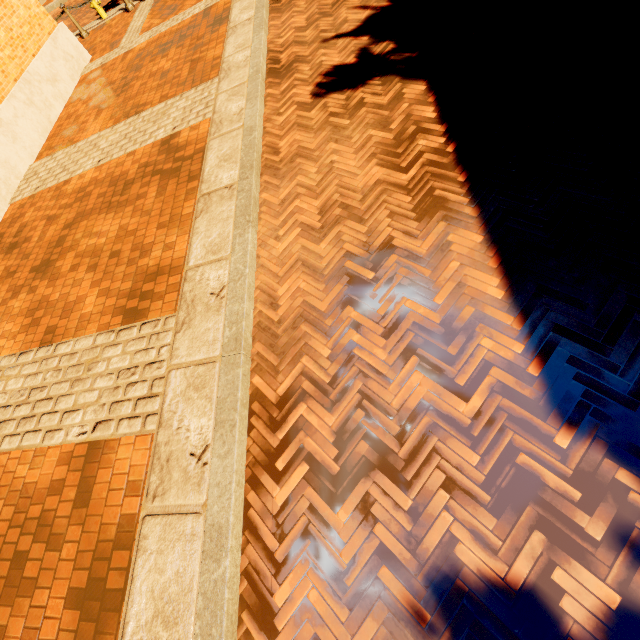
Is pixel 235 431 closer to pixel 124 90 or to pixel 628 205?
pixel 628 205
